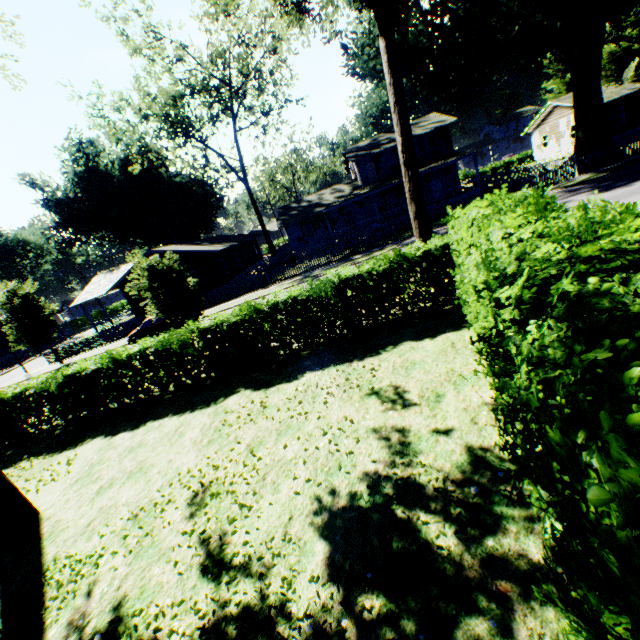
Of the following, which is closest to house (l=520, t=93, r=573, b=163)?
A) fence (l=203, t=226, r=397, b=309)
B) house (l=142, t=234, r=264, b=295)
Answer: fence (l=203, t=226, r=397, b=309)

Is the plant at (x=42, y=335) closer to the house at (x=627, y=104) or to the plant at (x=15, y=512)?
the plant at (x=15, y=512)

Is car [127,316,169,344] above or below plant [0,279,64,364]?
below

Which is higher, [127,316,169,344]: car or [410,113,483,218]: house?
[410,113,483,218]: house

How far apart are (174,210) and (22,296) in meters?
29.5

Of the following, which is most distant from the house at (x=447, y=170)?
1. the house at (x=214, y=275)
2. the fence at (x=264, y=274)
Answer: → the house at (x=214, y=275)

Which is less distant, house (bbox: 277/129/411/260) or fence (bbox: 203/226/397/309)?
fence (bbox: 203/226/397/309)

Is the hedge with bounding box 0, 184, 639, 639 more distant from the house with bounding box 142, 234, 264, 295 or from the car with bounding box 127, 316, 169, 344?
the house with bounding box 142, 234, 264, 295
